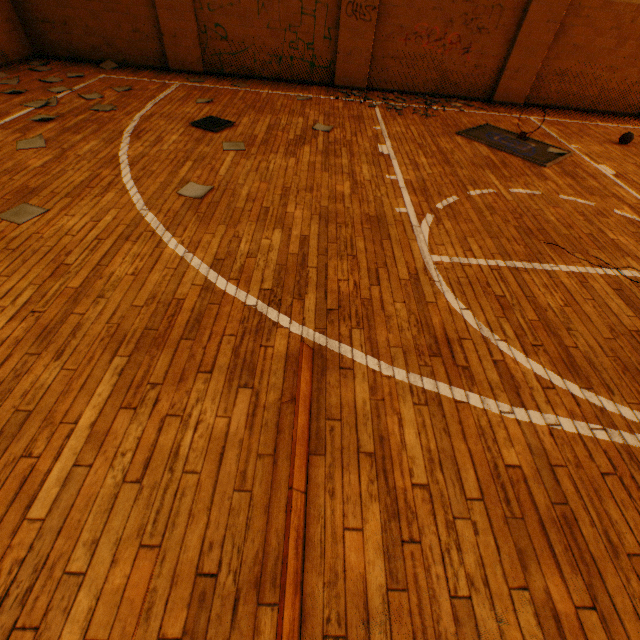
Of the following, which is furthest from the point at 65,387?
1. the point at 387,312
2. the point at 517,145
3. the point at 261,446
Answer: the point at 517,145

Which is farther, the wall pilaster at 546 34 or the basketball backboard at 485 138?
the wall pilaster at 546 34

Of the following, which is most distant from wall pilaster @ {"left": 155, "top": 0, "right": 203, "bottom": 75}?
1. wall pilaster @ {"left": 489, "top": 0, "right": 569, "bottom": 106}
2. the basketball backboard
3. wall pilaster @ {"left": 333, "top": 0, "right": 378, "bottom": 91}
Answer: wall pilaster @ {"left": 489, "top": 0, "right": 569, "bottom": 106}

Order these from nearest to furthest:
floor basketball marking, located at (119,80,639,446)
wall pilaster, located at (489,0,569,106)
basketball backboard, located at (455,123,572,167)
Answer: floor basketball marking, located at (119,80,639,446) < basketball backboard, located at (455,123,572,167) < wall pilaster, located at (489,0,569,106)

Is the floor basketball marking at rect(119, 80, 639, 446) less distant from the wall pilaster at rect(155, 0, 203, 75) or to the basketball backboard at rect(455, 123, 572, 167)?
Result: the basketball backboard at rect(455, 123, 572, 167)

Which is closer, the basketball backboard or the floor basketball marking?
the floor basketball marking

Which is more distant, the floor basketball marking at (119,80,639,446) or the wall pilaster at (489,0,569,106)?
the wall pilaster at (489,0,569,106)

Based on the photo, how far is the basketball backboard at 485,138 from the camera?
5.61m
